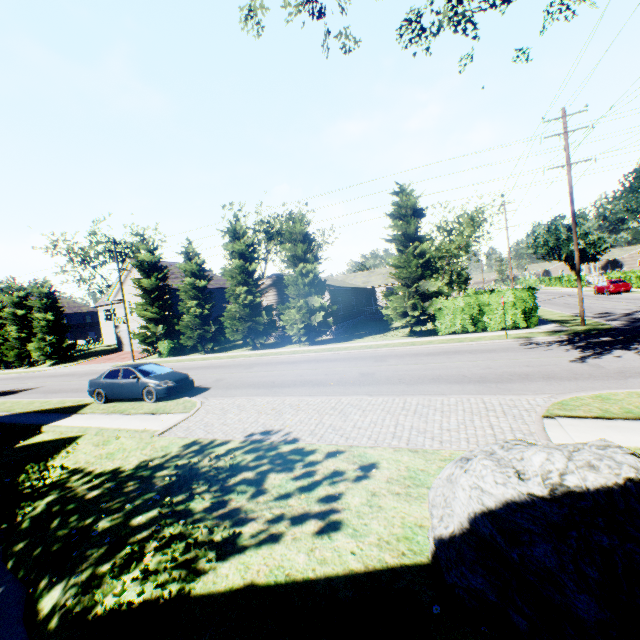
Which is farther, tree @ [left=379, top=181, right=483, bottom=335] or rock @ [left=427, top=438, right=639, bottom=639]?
tree @ [left=379, top=181, right=483, bottom=335]

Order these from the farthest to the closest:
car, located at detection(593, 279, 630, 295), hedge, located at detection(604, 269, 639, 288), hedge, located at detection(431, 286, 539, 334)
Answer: hedge, located at detection(604, 269, 639, 288)
car, located at detection(593, 279, 630, 295)
hedge, located at detection(431, 286, 539, 334)

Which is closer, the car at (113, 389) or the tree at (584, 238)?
the car at (113, 389)

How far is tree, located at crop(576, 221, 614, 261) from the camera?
56.4 meters

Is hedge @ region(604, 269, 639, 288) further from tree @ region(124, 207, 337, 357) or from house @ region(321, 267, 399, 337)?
tree @ region(124, 207, 337, 357)

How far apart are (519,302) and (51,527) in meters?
22.4

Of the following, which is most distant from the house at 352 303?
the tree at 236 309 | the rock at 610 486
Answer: the rock at 610 486

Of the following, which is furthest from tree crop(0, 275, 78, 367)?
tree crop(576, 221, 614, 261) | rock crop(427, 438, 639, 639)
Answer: rock crop(427, 438, 639, 639)
